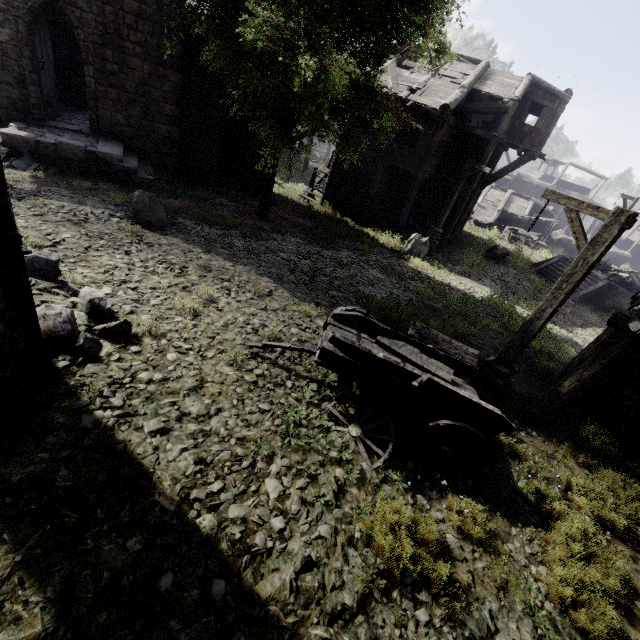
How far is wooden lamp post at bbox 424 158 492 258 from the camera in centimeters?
1561cm

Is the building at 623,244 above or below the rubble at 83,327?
above

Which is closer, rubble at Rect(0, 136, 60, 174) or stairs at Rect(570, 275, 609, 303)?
rubble at Rect(0, 136, 60, 174)

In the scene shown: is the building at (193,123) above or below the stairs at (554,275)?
above

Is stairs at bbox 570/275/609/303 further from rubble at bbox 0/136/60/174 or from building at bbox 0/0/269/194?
rubble at bbox 0/136/60/174

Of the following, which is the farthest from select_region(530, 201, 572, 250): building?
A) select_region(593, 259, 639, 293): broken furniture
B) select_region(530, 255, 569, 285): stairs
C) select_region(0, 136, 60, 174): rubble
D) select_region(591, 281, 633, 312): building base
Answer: select_region(593, 259, 639, 293): broken furniture

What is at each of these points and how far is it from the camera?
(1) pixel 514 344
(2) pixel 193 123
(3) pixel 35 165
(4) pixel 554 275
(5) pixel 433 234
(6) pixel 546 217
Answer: (1) wooden lamp post, 6.9m
(2) building, 15.4m
(3) rubble, 10.9m
(4) stairs, 22.3m
(5) wooden lamp post, 17.7m
(6) building, 33.4m

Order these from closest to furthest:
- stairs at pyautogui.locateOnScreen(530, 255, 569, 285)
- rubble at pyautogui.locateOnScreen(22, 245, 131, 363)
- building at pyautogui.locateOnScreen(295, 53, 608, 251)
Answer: rubble at pyautogui.locateOnScreen(22, 245, 131, 363) → building at pyautogui.locateOnScreen(295, 53, 608, 251) → stairs at pyautogui.locateOnScreen(530, 255, 569, 285)
